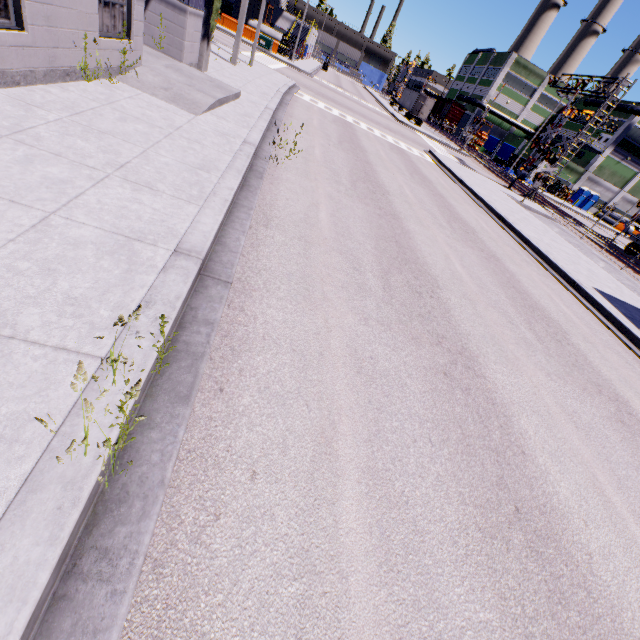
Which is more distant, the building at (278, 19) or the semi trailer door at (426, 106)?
the building at (278, 19)

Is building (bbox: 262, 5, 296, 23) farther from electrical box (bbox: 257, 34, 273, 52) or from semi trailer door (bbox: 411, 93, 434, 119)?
semi trailer door (bbox: 411, 93, 434, 119)

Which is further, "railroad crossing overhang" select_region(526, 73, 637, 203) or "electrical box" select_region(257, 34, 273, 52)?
"electrical box" select_region(257, 34, 273, 52)

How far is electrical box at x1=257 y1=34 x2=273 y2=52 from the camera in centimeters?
3438cm

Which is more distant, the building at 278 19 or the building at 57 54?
the building at 278 19

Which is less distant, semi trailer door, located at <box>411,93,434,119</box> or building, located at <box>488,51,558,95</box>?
semi trailer door, located at <box>411,93,434,119</box>

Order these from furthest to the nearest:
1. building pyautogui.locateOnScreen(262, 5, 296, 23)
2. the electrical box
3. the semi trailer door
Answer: building pyautogui.locateOnScreen(262, 5, 296, 23)
the semi trailer door
the electrical box

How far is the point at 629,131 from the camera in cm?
4981
